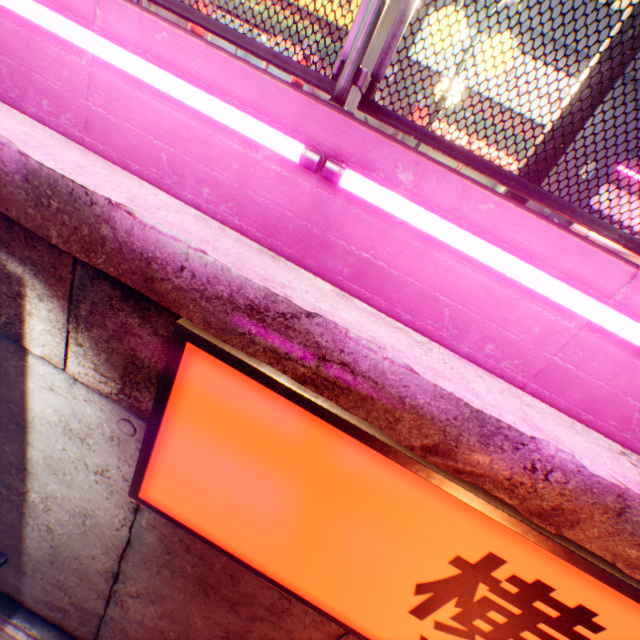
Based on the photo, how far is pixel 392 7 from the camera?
9.7m

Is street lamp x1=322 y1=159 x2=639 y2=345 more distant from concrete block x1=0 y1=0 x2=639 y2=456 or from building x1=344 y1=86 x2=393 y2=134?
building x1=344 y1=86 x2=393 y2=134

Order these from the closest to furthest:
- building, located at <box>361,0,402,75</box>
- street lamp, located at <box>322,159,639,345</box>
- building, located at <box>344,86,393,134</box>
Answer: street lamp, located at <box>322,159,639,345</box>
building, located at <box>361,0,402,75</box>
building, located at <box>344,86,393,134</box>

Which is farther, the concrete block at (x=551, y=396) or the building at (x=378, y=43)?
the building at (x=378, y=43)

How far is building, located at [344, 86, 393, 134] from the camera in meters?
10.7 m

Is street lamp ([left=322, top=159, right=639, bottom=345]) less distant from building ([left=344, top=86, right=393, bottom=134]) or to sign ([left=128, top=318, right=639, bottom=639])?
sign ([left=128, top=318, right=639, bottom=639])

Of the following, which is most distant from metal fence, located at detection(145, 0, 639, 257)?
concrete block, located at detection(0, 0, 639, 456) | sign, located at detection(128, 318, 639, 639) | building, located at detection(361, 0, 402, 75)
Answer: sign, located at detection(128, 318, 639, 639)

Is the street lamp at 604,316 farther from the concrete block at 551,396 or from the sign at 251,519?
the sign at 251,519
